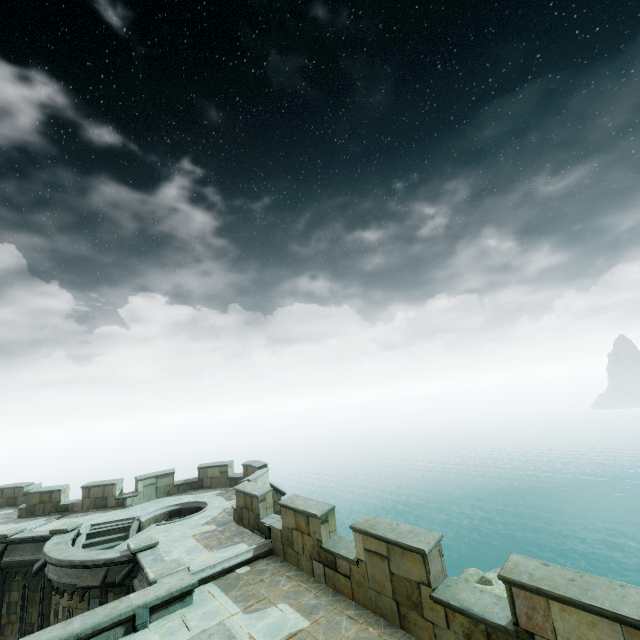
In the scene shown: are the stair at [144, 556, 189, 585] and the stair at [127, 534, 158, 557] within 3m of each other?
yes

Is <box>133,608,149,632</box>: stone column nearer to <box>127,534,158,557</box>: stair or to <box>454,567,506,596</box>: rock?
<box>127,534,158,557</box>: stair

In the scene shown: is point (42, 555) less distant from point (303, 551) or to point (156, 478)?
point (156, 478)

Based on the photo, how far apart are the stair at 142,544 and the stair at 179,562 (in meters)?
2.01

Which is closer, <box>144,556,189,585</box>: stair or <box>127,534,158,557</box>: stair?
<box>144,556,189,585</box>: stair

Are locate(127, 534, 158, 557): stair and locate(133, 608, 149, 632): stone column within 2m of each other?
no

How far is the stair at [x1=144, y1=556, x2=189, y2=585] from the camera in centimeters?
940cm

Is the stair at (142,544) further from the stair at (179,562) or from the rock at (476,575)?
the rock at (476,575)
